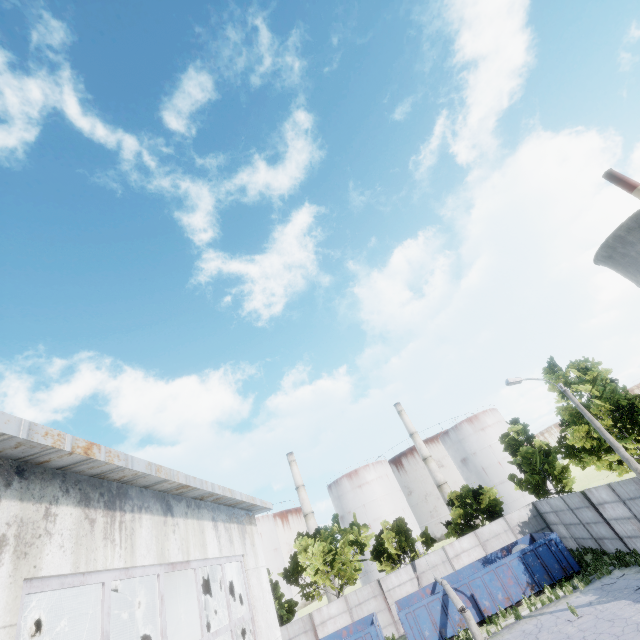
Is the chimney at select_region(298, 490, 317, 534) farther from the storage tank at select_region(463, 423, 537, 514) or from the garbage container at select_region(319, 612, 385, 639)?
the garbage container at select_region(319, 612, 385, 639)

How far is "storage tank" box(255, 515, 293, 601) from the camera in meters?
54.3

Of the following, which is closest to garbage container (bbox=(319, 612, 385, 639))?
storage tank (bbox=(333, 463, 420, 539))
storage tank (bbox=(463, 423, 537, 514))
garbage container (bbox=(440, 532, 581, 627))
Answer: garbage container (bbox=(440, 532, 581, 627))

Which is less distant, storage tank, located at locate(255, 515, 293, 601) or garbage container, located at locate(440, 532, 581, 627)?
garbage container, located at locate(440, 532, 581, 627)

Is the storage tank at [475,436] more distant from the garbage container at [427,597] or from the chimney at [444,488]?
the garbage container at [427,597]

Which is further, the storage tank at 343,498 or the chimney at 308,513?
the chimney at 308,513

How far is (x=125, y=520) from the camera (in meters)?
4.21

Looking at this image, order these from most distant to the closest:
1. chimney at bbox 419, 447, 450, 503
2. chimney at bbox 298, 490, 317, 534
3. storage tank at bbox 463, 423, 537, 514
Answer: chimney at bbox 298, 490, 317, 534, chimney at bbox 419, 447, 450, 503, storage tank at bbox 463, 423, 537, 514
